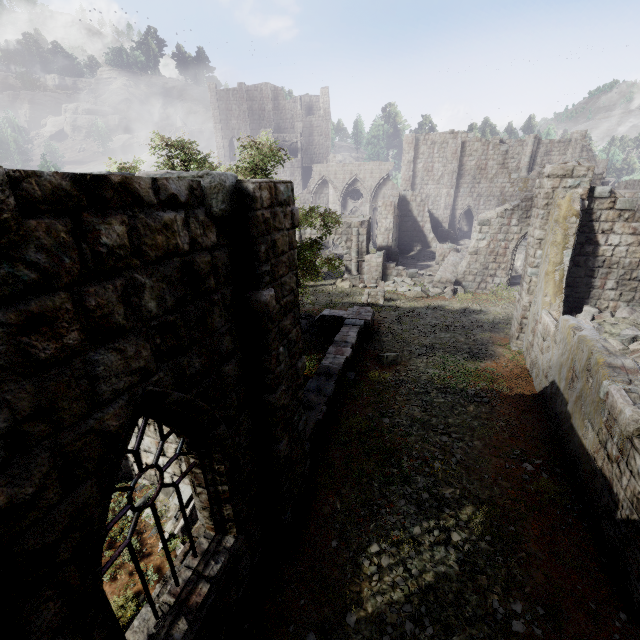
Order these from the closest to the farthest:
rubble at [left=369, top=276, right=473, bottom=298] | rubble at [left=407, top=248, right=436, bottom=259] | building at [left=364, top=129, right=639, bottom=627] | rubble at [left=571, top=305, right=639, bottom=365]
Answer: building at [left=364, top=129, right=639, bottom=627], rubble at [left=571, top=305, right=639, bottom=365], rubble at [left=369, top=276, right=473, bottom=298], rubble at [left=407, top=248, right=436, bottom=259]

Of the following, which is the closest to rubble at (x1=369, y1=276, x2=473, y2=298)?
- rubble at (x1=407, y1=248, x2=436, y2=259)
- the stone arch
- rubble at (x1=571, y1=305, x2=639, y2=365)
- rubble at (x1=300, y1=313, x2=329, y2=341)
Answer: the stone arch

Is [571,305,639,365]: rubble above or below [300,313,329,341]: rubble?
above

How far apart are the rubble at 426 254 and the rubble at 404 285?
7.8 meters

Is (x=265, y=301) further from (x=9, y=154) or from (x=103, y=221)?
(x=9, y=154)

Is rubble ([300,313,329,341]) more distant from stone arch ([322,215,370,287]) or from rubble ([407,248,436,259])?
rubble ([407,248,436,259])

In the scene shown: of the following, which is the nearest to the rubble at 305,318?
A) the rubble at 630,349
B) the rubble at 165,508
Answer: the rubble at 165,508

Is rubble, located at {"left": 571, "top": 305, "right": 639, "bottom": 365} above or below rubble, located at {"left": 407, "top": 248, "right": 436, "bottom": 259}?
above
